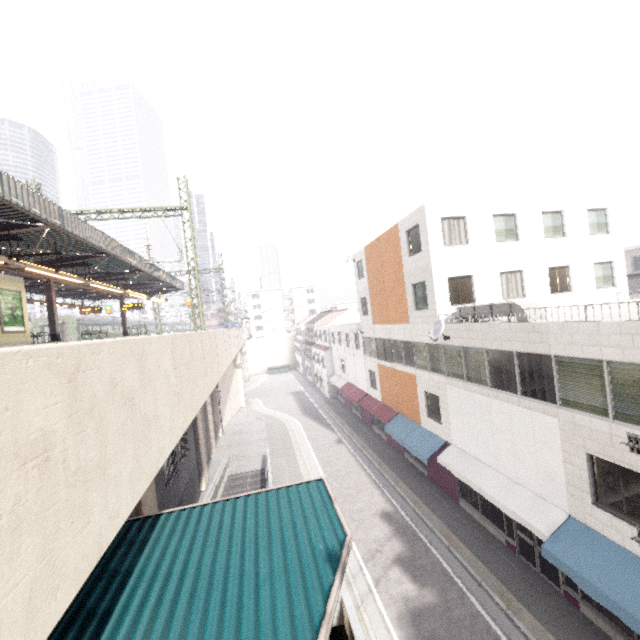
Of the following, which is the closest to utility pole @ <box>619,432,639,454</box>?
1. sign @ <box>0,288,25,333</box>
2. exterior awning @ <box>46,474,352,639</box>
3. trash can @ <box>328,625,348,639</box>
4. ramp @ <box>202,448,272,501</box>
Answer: exterior awning @ <box>46,474,352,639</box>

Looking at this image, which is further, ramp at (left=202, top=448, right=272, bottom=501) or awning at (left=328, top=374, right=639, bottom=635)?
ramp at (left=202, top=448, right=272, bottom=501)

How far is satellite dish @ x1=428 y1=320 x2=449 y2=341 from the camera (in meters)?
14.69

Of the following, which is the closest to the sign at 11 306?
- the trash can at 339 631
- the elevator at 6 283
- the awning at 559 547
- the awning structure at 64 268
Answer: the elevator at 6 283

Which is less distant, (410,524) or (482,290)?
(410,524)

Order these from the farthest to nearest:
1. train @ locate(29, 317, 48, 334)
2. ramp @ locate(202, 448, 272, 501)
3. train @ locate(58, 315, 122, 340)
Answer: train @ locate(58, 315, 122, 340), train @ locate(29, 317, 48, 334), ramp @ locate(202, 448, 272, 501)

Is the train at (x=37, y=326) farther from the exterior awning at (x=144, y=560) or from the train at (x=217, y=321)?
the exterior awning at (x=144, y=560)

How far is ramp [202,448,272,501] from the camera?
16.2m
